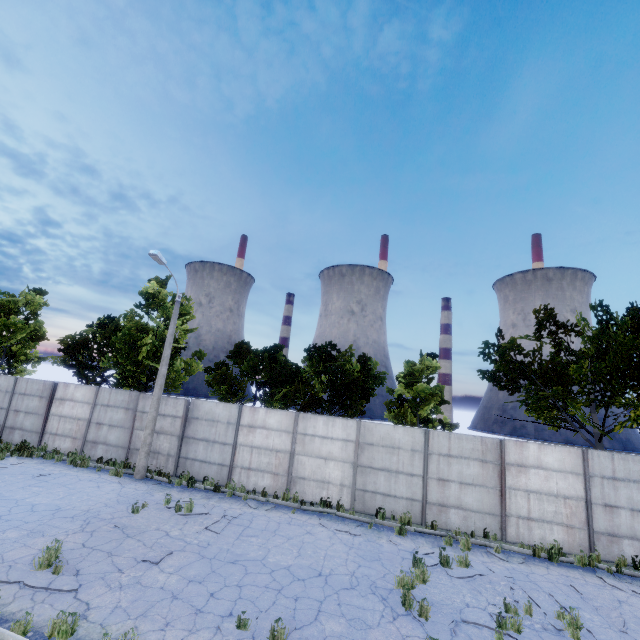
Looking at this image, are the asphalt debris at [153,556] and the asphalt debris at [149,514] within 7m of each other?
yes

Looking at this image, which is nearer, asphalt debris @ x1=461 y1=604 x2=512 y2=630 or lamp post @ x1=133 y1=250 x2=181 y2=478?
asphalt debris @ x1=461 y1=604 x2=512 y2=630

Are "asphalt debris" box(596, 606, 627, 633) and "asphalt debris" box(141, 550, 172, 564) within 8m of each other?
no

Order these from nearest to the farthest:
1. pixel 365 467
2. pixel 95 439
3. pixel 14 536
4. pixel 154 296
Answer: pixel 14 536
pixel 365 467
pixel 95 439
pixel 154 296

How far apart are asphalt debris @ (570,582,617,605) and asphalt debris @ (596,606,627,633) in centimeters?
29cm

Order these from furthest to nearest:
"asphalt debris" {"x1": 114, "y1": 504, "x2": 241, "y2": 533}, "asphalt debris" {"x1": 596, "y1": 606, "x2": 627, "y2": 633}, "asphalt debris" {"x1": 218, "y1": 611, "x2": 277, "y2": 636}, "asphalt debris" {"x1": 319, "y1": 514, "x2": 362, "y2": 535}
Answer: "asphalt debris" {"x1": 319, "y1": 514, "x2": 362, "y2": 535} → "asphalt debris" {"x1": 114, "y1": 504, "x2": 241, "y2": 533} → "asphalt debris" {"x1": 596, "y1": 606, "x2": 627, "y2": 633} → "asphalt debris" {"x1": 218, "y1": 611, "x2": 277, "y2": 636}

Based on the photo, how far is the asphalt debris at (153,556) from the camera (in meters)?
8.20

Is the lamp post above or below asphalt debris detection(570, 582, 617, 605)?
above
